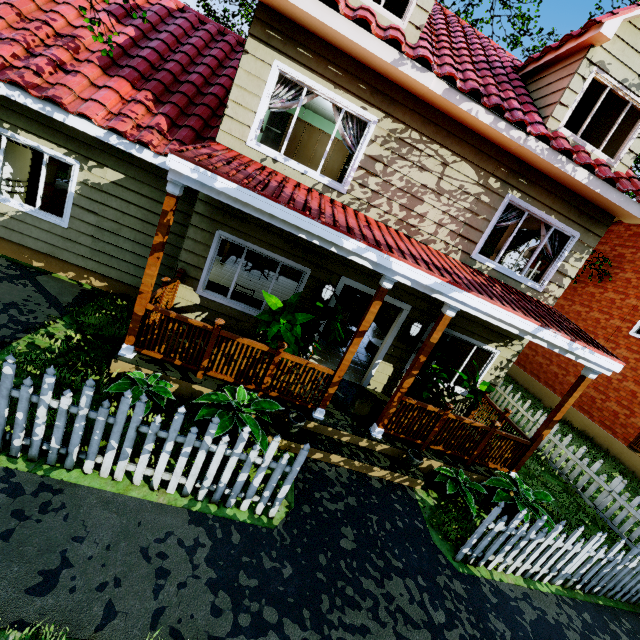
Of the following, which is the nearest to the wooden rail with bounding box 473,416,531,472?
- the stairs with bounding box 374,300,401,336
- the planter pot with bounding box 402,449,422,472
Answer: the planter pot with bounding box 402,449,422,472

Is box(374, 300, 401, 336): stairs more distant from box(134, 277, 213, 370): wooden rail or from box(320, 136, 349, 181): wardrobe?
box(134, 277, 213, 370): wooden rail

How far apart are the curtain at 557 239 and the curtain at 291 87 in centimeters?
526cm

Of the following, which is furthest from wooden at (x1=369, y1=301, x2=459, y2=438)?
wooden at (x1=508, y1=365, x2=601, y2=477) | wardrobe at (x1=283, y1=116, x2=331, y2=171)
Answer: wardrobe at (x1=283, y1=116, x2=331, y2=171)

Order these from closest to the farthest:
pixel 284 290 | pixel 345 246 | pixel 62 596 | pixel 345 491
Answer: pixel 62 596 → pixel 345 246 → pixel 345 491 → pixel 284 290

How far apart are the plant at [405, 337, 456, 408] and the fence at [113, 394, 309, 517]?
3.09m

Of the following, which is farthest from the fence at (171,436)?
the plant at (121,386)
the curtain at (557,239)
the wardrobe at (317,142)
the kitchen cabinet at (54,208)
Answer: the wardrobe at (317,142)

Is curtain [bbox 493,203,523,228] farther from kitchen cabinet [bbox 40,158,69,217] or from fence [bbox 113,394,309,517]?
kitchen cabinet [bbox 40,158,69,217]
